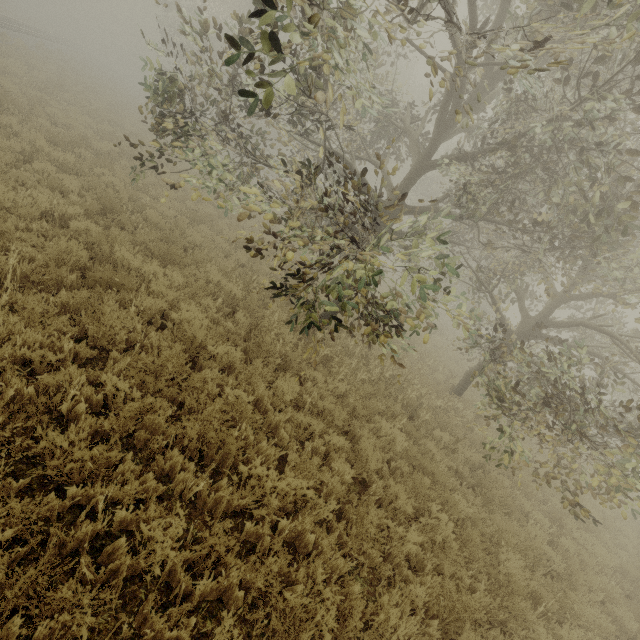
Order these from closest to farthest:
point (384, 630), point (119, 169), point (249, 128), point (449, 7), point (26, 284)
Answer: point (384, 630)
point (26, 284)
point (449, 7)
point (119, 169)
point (249, 128)
